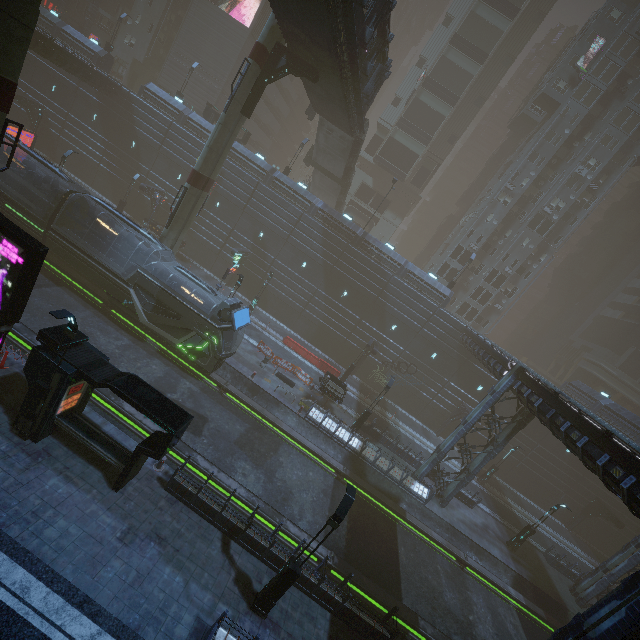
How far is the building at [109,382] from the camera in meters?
11.0

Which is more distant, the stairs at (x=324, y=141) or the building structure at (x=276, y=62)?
the stairs at (x=324, y=141)

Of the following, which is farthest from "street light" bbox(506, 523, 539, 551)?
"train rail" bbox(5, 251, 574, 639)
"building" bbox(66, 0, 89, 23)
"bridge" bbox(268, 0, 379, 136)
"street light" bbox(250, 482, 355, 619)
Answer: "bridge" bbox(268, 0, 379, 136)

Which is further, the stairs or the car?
the stairs

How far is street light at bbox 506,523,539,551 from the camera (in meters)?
24.56

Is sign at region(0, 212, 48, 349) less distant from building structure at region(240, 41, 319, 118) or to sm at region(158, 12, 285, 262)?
sm at region(158, 12, 285, 262)

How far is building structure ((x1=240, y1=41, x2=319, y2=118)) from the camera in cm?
2117

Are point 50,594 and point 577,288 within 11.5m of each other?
no
